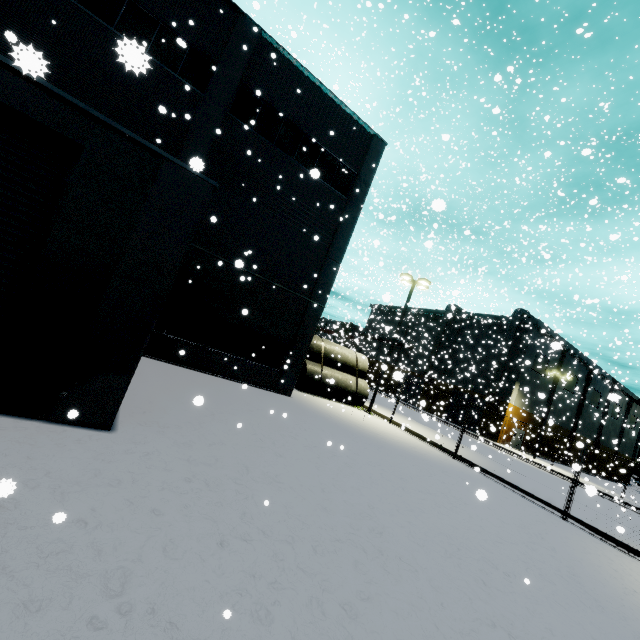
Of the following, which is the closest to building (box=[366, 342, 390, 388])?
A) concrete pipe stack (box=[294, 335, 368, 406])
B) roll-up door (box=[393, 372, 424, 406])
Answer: roll-up door (box=[393, 372, 424, 406])

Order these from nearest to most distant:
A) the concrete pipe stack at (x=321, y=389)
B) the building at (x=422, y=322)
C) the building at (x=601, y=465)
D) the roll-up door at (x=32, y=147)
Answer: the roll-up door at (x=32, y=147), the concrete pipe stack at (x=321, y=389), the building at (x=422, y=322), the building at (x=601, y=465)

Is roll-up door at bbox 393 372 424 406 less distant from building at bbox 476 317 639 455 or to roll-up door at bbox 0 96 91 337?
building at bbox 476 317 639 455

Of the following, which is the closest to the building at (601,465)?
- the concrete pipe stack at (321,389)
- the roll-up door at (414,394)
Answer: the roll-up door at (414,394)

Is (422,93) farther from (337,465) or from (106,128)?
(337,465)

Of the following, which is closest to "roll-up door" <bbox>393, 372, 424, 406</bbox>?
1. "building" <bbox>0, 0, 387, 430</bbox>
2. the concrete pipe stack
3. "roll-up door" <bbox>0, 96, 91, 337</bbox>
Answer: "building" <bbox>0, 0, 387, 430</bbox>

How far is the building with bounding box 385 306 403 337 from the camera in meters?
10.9 m

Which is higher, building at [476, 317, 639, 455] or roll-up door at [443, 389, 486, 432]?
building at [476, 317, 639, 455]
